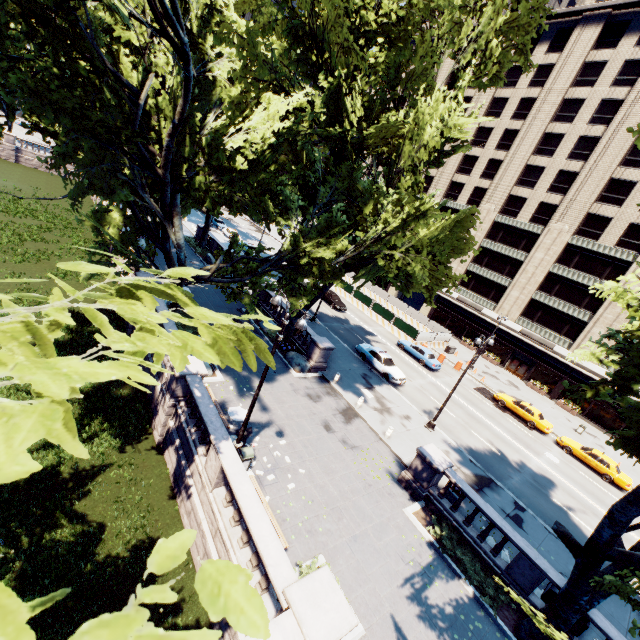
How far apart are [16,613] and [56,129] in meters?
17.9 m

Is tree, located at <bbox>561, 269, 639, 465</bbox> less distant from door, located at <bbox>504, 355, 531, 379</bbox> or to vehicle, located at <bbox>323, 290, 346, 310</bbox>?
vehicle, located at <bbox>323, 290, 346, 310</bbox>

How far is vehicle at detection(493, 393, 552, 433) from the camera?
Answer: 28.98m

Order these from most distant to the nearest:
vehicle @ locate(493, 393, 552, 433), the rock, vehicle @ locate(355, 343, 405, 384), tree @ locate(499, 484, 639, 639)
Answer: vehicle @ locate(493, 393, 552, 433) → vehicle @ locate(355, 343, 405, 384) → the rock → tree @ locate(499, 484, 639, 639)

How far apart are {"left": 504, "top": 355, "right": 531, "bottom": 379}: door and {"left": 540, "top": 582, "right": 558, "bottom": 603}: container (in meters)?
33.30

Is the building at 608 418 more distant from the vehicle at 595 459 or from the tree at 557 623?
the vehicle at 595 459

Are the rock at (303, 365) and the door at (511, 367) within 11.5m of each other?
no

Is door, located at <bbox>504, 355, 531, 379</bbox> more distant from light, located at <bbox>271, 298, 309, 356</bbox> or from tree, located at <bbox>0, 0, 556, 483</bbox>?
light, located at <bbox>271, 298, 309, 356</bbox>
